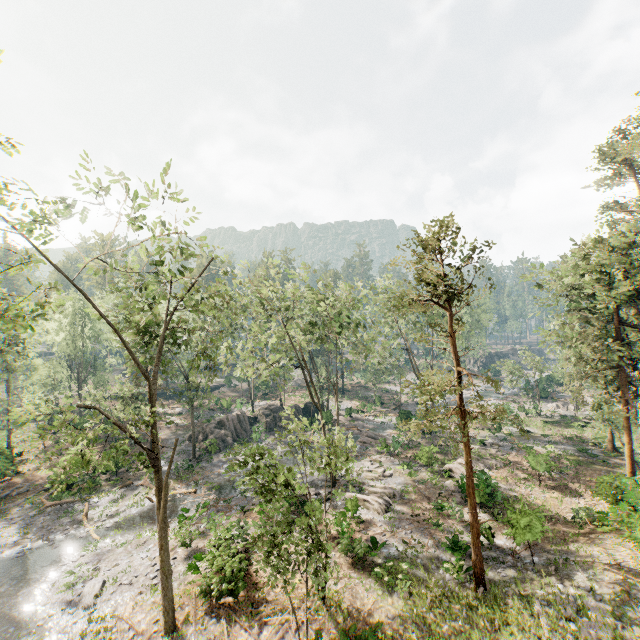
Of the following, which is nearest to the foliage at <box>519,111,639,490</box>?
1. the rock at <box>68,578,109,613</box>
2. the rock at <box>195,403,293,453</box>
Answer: the rock at <box>195,403,293,453</box>

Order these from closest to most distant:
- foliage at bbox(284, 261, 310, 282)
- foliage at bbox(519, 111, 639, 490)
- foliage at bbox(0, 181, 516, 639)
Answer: foliage at bbox(0, 181, 516, 639) < foliage at bbox(519, 111, 639, 490) < foliage at bbox(284, 261, 310, 282)

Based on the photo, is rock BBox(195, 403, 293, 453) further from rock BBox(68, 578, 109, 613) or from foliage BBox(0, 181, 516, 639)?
rock BBox(68, 578, 109, 613)

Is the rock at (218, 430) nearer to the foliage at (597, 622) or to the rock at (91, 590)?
the foliage at (597, 622)

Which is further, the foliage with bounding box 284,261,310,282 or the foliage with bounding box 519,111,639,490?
the foliage with bounding box 284,261,310,282

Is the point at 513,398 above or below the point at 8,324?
below
